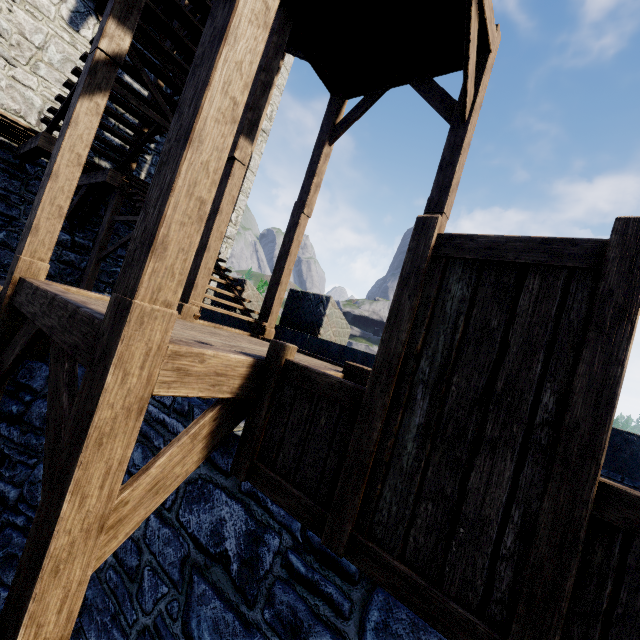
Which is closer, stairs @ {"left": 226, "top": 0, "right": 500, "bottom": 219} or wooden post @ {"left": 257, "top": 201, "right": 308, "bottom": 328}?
stairs @ {"left": 226, "top": 0, "right": 500, "bottom": 219}

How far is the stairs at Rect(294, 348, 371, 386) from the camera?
3.4m

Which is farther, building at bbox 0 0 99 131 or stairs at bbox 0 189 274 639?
building at bbox 0 0 99 131

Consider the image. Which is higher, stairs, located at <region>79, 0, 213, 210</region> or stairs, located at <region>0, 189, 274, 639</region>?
stairs, located at <region>79, 0, 213, 210</region>

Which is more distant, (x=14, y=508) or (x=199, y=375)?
(x=14, y=508)

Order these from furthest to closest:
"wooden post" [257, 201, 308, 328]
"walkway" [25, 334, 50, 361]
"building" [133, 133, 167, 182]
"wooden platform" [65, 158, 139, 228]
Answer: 1. "building" [133, 133, 167, 182]
2. "wooden platform" [65, 158, 139, 228]
3. "wooden post" [257, 201, 308, 328]
4. "walkway" [25, 334, 50, 361]

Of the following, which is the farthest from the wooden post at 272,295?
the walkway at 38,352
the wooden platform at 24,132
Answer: the wooden platform at 24,132

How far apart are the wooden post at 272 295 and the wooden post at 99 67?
3.6m
